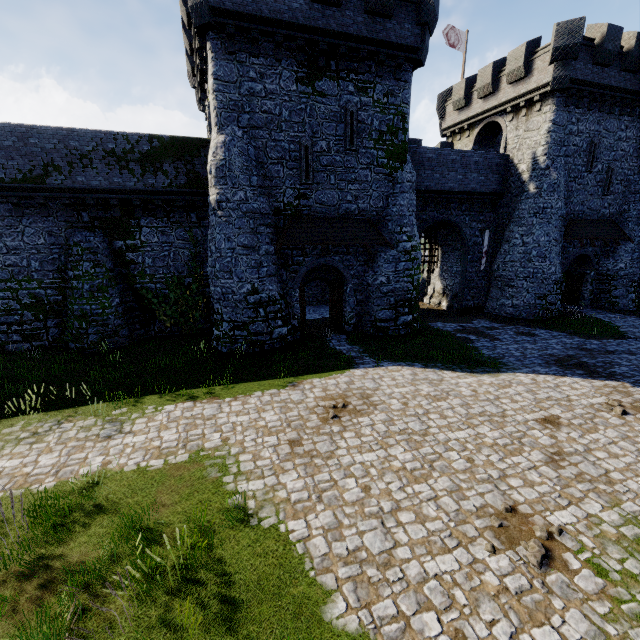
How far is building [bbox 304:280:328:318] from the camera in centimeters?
2341cm

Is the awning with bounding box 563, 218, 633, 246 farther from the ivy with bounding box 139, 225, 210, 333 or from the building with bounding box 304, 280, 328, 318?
the ivy with bounding box 139, 225, 210, 333

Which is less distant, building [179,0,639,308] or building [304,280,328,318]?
building [179,0,639,308]

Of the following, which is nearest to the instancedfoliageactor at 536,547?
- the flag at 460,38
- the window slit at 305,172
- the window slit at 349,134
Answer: the window slit at 305,172

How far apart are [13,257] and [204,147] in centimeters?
1060cm

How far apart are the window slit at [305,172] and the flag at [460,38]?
18.6 meters

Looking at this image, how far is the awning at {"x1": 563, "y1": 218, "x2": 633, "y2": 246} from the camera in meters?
21.5

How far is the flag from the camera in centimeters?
2467cm
